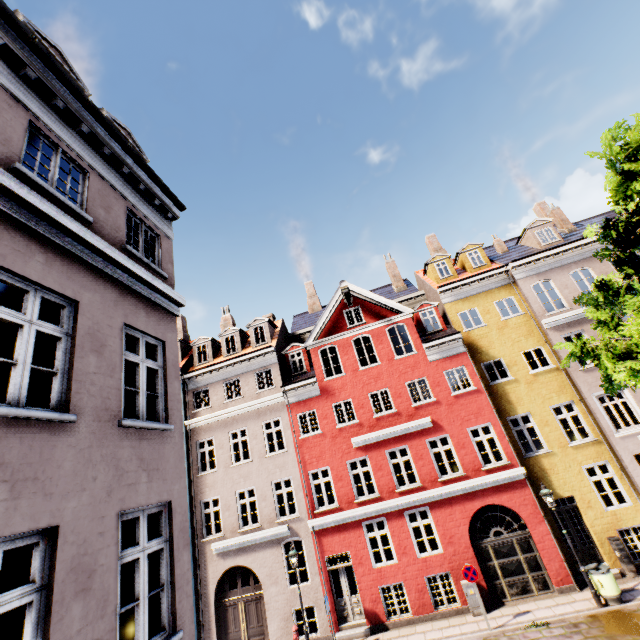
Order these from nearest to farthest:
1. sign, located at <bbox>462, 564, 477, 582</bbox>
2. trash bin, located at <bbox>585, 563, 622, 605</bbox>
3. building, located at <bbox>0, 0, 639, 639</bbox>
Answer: building, located at <bbox>0, 0, 639, 639</bbox> < trash bin, located at <bbox>585, 563, 622, 605</bbox> < sign, located at <bbox>462, 564, 477, 582</bbox>

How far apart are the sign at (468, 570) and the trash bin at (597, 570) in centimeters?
379cm

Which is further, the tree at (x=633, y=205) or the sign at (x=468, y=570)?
the sign at (x=468, y=570)

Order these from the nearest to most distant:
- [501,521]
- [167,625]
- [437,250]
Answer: [167,625] < [501,521] < [437,250]

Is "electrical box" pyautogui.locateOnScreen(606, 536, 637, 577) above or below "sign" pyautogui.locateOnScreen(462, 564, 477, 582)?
below

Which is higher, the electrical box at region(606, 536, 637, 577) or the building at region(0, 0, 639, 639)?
the building at region(0, 0, 639, 639)

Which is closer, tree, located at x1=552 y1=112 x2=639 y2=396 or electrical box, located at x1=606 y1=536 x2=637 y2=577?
tree, located at x1=552 y1=112 x2=639 y2=396

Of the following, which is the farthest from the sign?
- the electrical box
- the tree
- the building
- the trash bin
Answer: the tree
